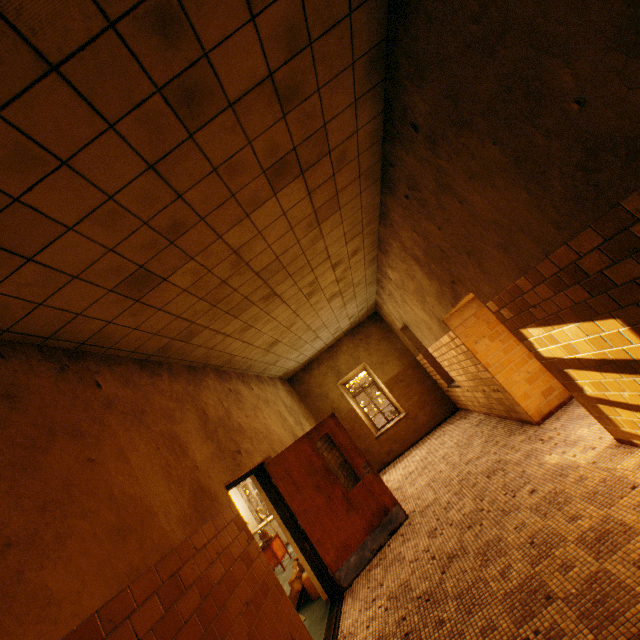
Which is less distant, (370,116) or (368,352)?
(370,116)

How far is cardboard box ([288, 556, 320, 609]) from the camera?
5.2m

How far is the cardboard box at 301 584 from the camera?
5.2m
